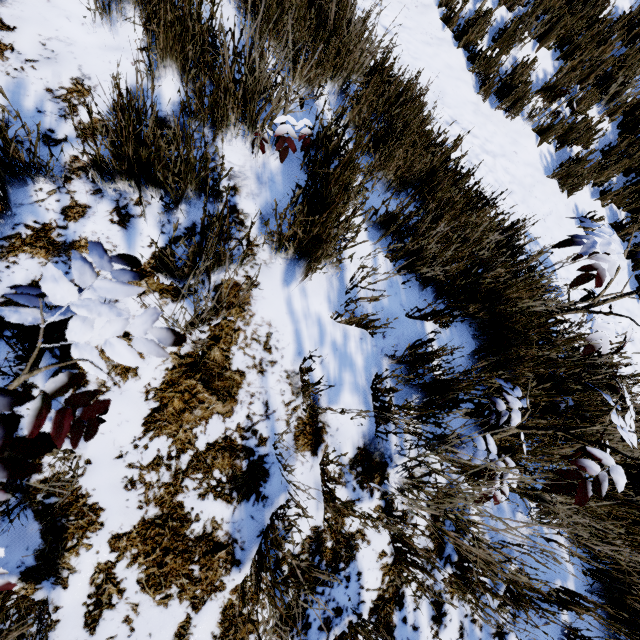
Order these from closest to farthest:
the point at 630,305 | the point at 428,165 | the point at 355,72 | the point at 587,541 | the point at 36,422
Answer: the point at 36,422, the point at 587,541, the point at 428,165, the point at 355,72, the point at 630,305

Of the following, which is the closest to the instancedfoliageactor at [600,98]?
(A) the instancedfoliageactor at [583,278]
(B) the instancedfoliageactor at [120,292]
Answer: (B) the instancedfoliageactor at [120,292]

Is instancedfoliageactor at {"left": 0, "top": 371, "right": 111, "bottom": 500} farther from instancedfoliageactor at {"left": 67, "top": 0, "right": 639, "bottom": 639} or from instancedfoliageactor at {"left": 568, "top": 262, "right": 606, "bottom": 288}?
instancedfoliageactor at {"left": 67, "top": 0, "right": 639, "bottom": 639}

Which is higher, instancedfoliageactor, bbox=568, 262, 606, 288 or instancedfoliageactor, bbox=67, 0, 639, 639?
instancedfoliageactor, bbox=568, 262, 606, 288

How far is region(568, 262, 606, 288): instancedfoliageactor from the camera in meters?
1.6
